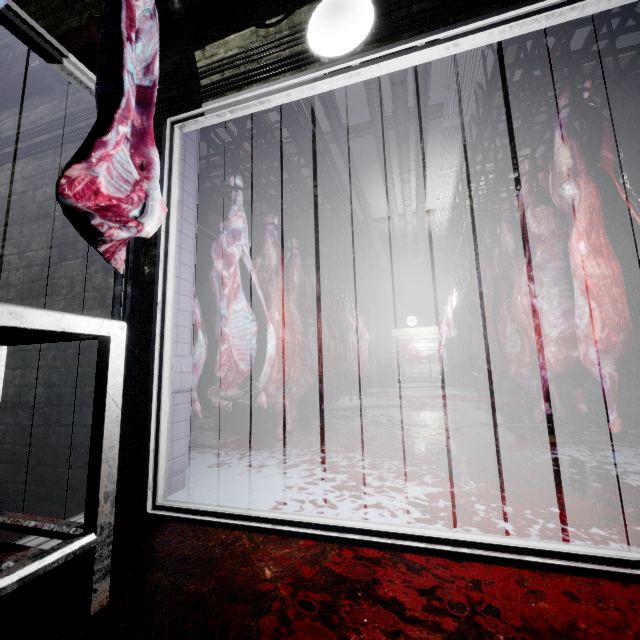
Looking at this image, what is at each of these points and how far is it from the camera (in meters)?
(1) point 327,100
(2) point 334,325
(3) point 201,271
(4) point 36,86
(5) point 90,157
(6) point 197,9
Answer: (1) pipe, 4.18
(2) meat, 5.27
(3) pallet, 5.68
(4) pipe, 1.99
(5) meat, 0.99
(6) pipe, 1.58

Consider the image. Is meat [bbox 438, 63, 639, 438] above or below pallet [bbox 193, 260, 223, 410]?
below

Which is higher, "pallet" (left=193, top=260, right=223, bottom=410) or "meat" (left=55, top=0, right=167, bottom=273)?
"pallet" (left=193, top=260, right=223, bottom=410)

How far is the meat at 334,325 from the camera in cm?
227

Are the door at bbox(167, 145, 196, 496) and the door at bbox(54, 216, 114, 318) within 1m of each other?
yes

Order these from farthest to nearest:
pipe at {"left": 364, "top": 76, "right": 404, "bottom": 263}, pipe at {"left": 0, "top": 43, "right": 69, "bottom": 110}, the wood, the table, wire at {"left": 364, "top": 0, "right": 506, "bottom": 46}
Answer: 1. pipe at {"left": 364, "top": 76, "right": 404, "bottom": 263}
2. the wood
3. pipe at {"left": 0, "top": 43, "right": 69, "bottom": 110}
4. wire at {"left": 364, "top": 0, "right": 506, "bottom": 46}
5. the table

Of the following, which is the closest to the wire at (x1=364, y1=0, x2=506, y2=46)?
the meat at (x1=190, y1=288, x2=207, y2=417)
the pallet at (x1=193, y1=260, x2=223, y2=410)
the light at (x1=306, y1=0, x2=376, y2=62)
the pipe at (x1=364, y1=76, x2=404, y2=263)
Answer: the light at (x1=306, y1=0, x2=376, y2=62)

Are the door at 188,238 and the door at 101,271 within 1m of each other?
yes
